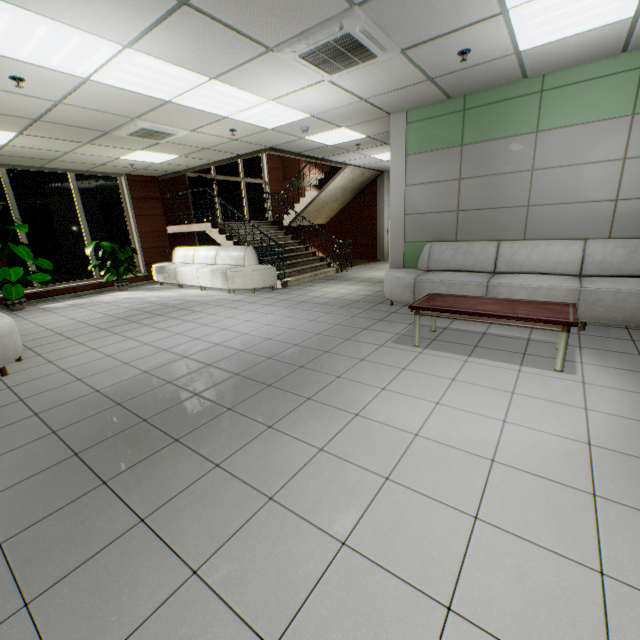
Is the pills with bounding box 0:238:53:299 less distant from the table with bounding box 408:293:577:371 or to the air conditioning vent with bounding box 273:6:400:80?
the air conditioning vent with bounding box 273:6:400:80

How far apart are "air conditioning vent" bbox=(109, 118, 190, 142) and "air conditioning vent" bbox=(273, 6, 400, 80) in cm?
297

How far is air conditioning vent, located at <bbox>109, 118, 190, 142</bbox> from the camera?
5.23m

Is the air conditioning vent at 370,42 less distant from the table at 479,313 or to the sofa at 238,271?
the table at 479,313

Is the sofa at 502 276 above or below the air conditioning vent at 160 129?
below

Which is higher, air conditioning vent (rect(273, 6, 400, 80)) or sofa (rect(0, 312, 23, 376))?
air conditioning vent (rect(273, 6, 400, 80))

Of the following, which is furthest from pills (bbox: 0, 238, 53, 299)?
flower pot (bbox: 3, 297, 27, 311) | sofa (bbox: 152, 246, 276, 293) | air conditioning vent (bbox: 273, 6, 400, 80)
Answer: air conditioning vent (bbox: 273, 6, 400, 80)

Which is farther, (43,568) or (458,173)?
(458,173)
